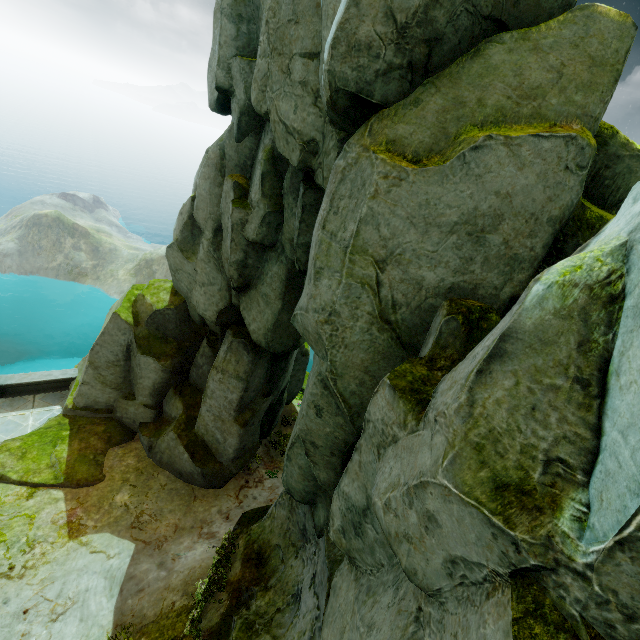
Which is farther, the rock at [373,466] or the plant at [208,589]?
the plant at [208,589]

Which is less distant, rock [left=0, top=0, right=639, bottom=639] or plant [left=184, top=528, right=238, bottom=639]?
rock [left=0, top=0, right=639, bottom=639]

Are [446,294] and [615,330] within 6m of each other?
yes
